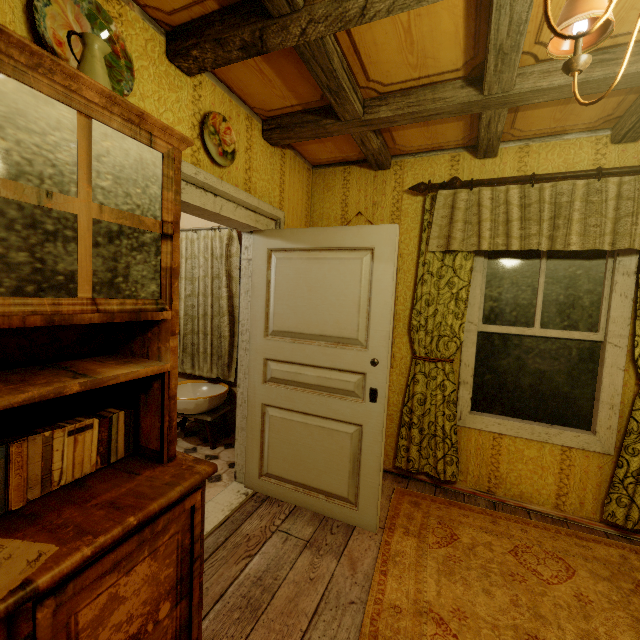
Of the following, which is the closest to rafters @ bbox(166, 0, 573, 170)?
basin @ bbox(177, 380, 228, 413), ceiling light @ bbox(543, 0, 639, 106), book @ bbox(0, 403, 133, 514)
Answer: ceiling light @ bbox(543, 0, 639, 106)

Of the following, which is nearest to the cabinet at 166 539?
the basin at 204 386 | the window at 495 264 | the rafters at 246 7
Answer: the rafters at 246 7

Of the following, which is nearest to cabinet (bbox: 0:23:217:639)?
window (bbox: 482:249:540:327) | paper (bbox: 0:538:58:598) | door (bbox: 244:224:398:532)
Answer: paper (bbox: 0:538:58:598)

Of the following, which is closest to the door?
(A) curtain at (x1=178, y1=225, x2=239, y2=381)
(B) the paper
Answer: (A) curtain at (x1=178, y1=225, x2=239, y2=381)

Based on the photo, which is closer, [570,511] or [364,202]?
[570,511]

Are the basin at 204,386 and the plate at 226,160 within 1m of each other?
no

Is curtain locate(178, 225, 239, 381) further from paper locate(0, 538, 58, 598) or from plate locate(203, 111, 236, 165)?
paper locate(0, 538, 58, 598)

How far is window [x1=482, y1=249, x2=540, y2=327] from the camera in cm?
257
